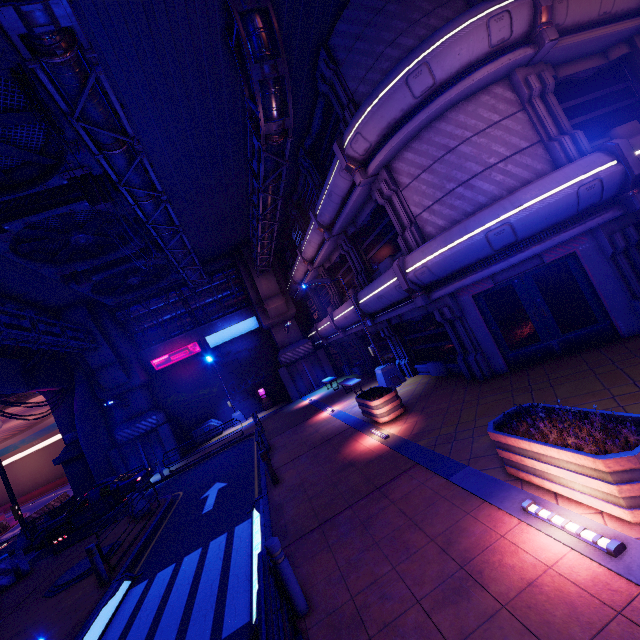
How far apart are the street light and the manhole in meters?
11.4

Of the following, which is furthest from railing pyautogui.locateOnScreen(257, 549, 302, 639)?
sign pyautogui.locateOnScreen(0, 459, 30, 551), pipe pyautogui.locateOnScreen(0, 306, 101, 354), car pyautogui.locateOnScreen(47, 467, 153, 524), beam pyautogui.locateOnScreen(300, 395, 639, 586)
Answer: sign pyautogui.locateOnScreen(0, 459, 30, 551)

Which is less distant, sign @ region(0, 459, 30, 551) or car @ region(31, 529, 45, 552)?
car @ region(31, 529, 45, 552)

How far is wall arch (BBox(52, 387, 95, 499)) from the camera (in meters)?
23.23

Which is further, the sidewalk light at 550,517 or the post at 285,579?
the post at 285,579

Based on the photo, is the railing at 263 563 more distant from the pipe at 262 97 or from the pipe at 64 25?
the pipe at 262 97

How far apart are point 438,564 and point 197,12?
13.2m

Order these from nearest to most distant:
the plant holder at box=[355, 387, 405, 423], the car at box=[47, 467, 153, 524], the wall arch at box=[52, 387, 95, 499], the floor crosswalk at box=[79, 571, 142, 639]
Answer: the floor crosswalk at box=[79, 571, 142, 639], the plant holder at box=[355, 387, 405, 423], the car at box=[47, 467, 153, 524], the wall arch at box=[52, 387, 95, 499]
